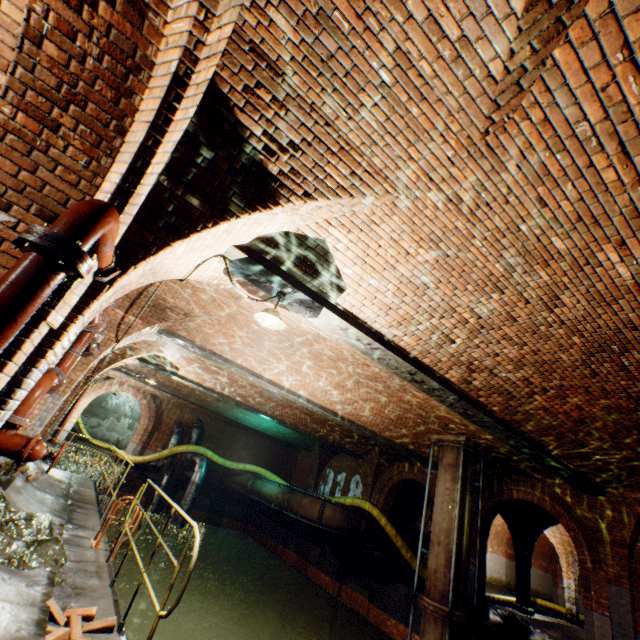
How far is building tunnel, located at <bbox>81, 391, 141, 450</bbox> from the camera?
25.30m

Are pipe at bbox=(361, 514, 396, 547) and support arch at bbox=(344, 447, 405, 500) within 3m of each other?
yes

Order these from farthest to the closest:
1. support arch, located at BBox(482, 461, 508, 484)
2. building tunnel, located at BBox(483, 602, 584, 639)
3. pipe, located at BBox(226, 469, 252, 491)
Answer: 1. pipe, located at BBox(226, 469, 252, 491)
2. support arch, located at BBox(482, 461, 508, 484)
3. building tunnel, located at BBox(483, 602, 584, 639)

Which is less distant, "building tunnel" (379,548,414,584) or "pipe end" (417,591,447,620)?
"pipe end" (417,591,447,620)

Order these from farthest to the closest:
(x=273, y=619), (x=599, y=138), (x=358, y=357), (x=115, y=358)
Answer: (x=273, y=619)
(x=115, y=358)
(x=358, y=357)
(x=599, y=138)

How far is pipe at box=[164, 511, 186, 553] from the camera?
15.05m

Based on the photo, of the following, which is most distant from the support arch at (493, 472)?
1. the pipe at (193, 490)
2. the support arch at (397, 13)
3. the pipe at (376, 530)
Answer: the pipe at (193, 490)

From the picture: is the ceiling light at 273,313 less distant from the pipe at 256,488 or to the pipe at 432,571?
the pipe at 432,571
